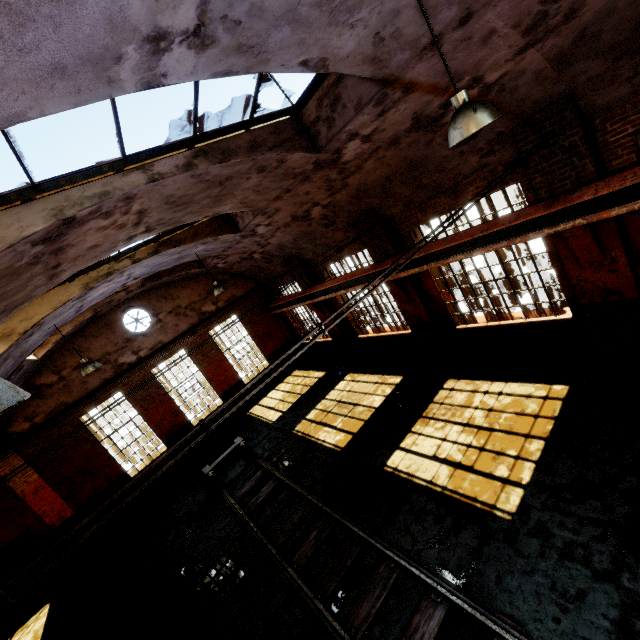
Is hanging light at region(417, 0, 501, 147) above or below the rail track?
above

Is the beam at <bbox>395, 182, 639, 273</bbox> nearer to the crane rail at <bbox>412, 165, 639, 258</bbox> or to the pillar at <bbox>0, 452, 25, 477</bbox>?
the crane rail at <bbox>412, 165, 639, 258</bbox>

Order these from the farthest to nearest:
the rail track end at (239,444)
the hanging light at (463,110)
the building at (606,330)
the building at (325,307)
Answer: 1. the building at (325,307)
2. the rail track end at (239,444)
3. the building at (606,330)
4. the hanging light at (463,110)

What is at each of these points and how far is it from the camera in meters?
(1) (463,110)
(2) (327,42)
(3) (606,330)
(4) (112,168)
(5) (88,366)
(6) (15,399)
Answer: (1) hanging light, 3.4
(2) building, 3.7
(3) building, 7.1
(4) window frame, 4.6
(5) hanging light, 9.4
(6) hanging light, 1.3

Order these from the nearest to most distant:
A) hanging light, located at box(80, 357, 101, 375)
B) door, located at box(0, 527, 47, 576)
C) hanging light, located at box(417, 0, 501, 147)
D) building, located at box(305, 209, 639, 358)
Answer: hanging light, located at box(417, 0, 501, 147)
building, located at box(305, 209, 639, 358)
hanging light, located at box(80, 357, 101, 375)
door, located at box(0, 527, 47, 576)

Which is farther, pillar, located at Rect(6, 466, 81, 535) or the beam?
pillar, located at Rect(6, 466, 81, 535)

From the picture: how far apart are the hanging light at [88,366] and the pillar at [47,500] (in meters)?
6.00

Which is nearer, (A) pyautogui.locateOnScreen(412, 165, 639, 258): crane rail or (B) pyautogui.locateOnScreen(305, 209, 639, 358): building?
(A) pyautogui.locateOnScreen(412, 165, 639, 258): crane rail
